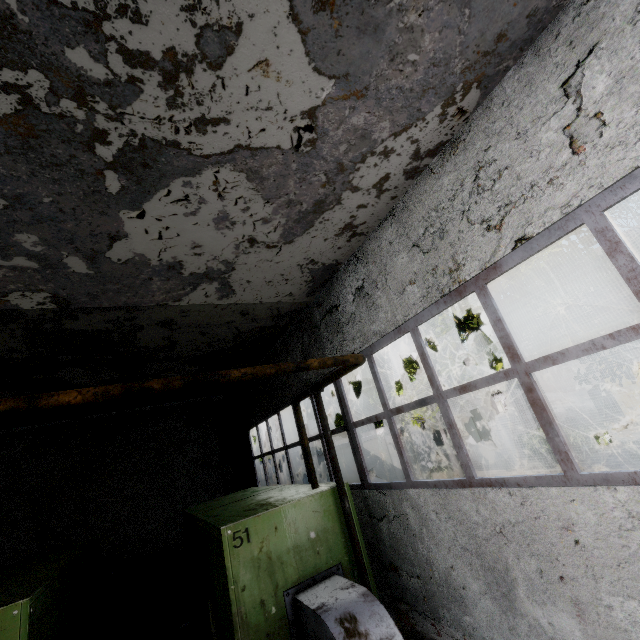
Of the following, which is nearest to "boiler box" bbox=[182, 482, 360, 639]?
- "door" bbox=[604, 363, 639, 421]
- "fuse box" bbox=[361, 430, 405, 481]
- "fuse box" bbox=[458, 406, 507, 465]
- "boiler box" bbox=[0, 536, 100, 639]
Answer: "boiler box" bbox=[0, 536, 100, 639]

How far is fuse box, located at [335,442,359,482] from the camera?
15.7m

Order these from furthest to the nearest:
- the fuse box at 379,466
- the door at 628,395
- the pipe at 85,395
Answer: the door at 628,395, the fuse box at 379,466, the pipe at 85,395

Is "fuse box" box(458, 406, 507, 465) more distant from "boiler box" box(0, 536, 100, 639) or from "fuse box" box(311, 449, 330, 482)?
"boiler box" box(0, 536, 100, 639)

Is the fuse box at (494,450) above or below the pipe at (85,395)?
below

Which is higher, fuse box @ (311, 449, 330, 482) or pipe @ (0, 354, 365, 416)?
pipe @ (0, 354, 365, 416)

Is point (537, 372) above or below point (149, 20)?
below
